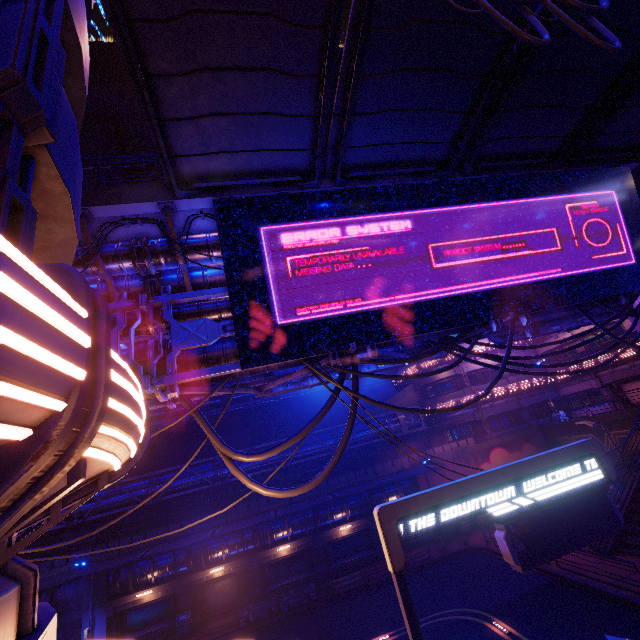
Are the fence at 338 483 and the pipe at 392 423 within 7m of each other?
yes

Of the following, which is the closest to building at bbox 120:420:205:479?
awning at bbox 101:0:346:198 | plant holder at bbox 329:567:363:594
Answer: plant holder at bbox 329:567:363:594

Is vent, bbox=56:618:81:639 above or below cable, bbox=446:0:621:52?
below

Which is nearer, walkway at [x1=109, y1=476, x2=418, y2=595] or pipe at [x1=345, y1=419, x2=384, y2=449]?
walkway at [x1=109, y1=476, x2=418, y2=595]

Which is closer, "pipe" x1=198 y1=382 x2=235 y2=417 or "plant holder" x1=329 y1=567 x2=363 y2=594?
"pipe" x1=198 y1=382 x2=235 y2=417

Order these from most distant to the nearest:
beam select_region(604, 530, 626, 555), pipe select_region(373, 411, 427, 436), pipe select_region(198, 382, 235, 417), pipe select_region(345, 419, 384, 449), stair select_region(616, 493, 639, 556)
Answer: pipe select_region(373, 411, 427, 436), pipe select_region(345, 419, 384, 449), beam select_region(604, 530, 626, 555), stair select_region(616, 493, 639, 556), pipe select_region(198, 382, 235, 417)

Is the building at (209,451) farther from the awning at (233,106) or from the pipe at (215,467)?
the awning at (233,106)

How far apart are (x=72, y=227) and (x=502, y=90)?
10.1 meters
